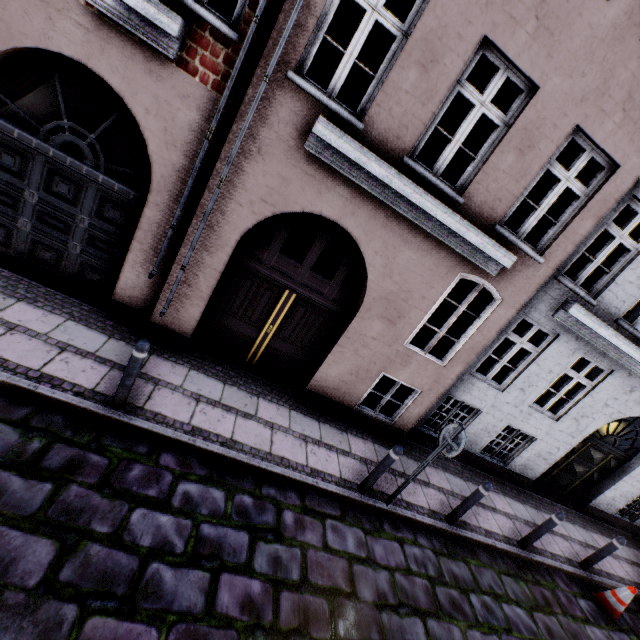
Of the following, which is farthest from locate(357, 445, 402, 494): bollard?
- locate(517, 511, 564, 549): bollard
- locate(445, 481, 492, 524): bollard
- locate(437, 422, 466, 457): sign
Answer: locate(517, 511, 564, 549): bollard

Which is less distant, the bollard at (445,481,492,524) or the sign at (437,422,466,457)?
the sign at (437,422,466,457)

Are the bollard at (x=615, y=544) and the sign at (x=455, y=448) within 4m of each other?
no

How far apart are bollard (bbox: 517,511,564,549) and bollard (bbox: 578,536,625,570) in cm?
183

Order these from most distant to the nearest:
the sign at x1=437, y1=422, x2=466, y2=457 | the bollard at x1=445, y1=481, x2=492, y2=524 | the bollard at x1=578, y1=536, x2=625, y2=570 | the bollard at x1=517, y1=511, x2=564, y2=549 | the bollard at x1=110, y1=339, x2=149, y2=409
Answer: the bollard at x1=578, y1=536, x2=625, y2=570 → the bollard at x1=517, y1=511, x2=564, y2=549 → the bollard at x1=445, y1=481, x2=492, y2=524 → the sign at x1=437, y1=422, x2=466, y2=457 → the bollard at x1=110, y1=339, x2=149, y2=409

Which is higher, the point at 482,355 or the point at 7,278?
the point at 482,355

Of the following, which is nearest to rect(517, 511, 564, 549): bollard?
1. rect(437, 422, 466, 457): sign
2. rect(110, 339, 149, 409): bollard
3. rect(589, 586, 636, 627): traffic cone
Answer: rect(589, 586, 636, 627): traffic cone

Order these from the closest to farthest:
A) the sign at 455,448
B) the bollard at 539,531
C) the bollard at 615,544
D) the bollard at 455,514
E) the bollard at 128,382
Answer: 1. the bollard at 128,382
2. the sign at 455,448
3. the bollard at 455,514
4. the bollard at 539,531
5. the bollard at 615,544
